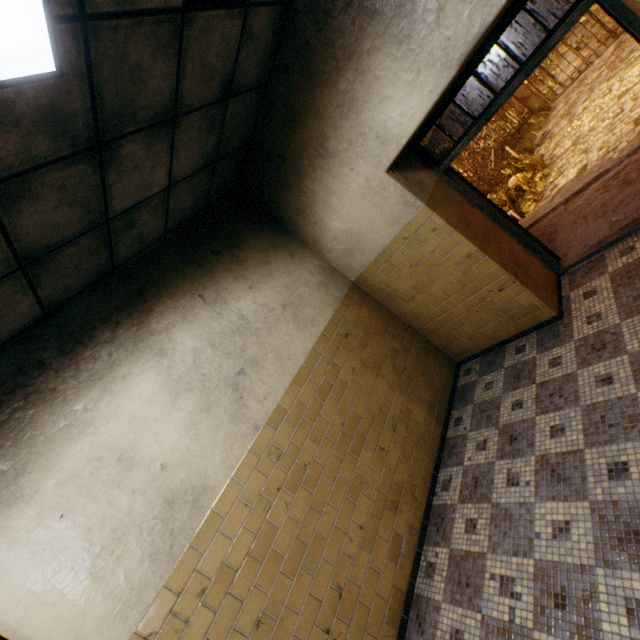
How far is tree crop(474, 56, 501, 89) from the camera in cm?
1838

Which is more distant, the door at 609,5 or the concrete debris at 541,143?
the concrete debris at 541,143

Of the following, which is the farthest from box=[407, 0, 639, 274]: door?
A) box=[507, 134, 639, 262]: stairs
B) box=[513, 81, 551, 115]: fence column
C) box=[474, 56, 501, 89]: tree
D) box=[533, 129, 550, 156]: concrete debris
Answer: box=[474, 56, 501, 89]: tree

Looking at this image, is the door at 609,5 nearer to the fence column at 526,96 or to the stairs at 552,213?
the stairs at 552,213

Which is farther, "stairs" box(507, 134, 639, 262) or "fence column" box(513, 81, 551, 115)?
"fence column" box(513, 81, 551, 115)

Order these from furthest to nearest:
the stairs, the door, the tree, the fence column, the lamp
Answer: the tree → the fence column → the stairs → the door → the lamp

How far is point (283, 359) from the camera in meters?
3.5

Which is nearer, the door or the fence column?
the door
